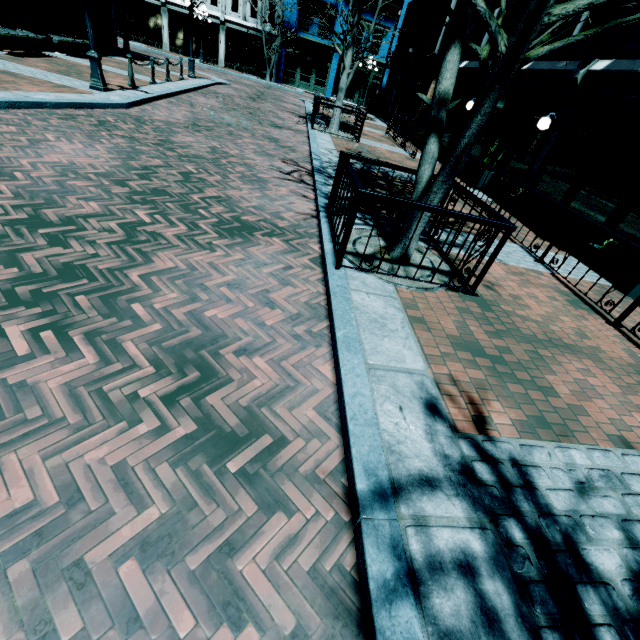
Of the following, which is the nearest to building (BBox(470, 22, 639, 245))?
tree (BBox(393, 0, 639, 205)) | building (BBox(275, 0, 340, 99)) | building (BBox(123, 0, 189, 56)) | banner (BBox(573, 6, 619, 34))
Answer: banner (BBox(573, 6, 619, 34))

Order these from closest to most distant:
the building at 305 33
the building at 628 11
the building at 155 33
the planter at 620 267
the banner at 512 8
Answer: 1. the planter at 620 267
2. the building at 628 11
3. the banner at 512 8
4. the building at 155 33
5. the building at 305 33

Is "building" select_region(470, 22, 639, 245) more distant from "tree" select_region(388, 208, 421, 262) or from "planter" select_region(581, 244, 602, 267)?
"tree" select_region(388, 208, 421, 262)

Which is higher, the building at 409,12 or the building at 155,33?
the building at 409,12

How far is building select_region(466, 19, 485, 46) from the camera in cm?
1378

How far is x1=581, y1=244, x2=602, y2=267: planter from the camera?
6.8 meters

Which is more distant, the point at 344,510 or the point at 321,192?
the point at 321,192

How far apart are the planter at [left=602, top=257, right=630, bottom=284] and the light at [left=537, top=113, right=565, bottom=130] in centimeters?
409cm
